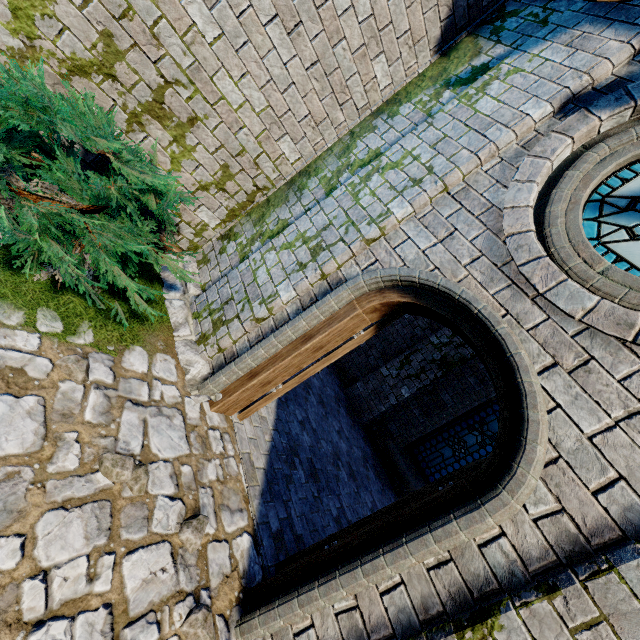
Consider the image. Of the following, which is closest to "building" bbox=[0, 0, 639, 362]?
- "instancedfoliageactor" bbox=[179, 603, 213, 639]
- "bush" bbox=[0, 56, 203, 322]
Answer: "bush" bbox=[0, 56, 203, 322]

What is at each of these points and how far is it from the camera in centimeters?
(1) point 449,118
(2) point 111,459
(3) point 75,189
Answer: (1) building, 344cm
(2) instancedfoliageactor, 238cm
(3) bush, 275cm

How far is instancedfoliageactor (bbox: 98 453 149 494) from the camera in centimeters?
235cm

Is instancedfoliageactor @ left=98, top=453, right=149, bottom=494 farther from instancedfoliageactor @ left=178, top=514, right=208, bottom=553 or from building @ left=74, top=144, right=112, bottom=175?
building @ left=74, top=144, right=112, bottom=175

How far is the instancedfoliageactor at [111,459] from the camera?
2.3 meters

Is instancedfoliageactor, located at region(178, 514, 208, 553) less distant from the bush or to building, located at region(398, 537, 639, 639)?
building, located at region(398, 537, 639, 639)

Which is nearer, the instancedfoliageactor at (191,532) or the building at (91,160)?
the instancedfoliageactor at (191,532)

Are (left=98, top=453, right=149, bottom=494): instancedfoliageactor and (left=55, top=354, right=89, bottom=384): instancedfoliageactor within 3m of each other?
yes
